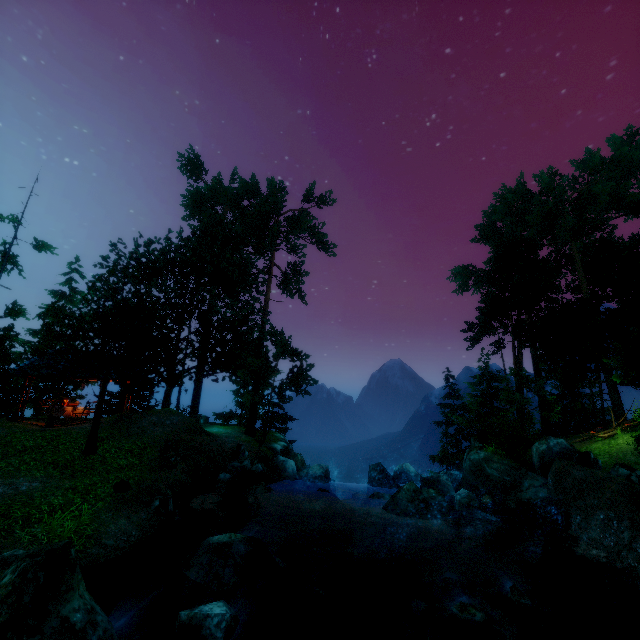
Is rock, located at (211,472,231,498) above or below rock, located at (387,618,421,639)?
above

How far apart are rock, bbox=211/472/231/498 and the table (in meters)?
11.36

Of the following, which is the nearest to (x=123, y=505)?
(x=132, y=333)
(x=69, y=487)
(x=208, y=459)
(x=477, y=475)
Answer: (x=69, y=487)

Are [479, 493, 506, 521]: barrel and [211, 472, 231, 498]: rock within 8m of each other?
no

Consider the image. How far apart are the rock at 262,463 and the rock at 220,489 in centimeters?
152cm

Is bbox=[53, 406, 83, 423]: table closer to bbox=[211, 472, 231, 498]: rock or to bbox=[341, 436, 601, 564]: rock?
bbox=[211, 472, 231, 498]: rock

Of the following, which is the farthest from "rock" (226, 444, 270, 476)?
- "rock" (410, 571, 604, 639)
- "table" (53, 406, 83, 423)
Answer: "table" (53, 406, 83, 423)

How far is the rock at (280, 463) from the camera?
14.23m
